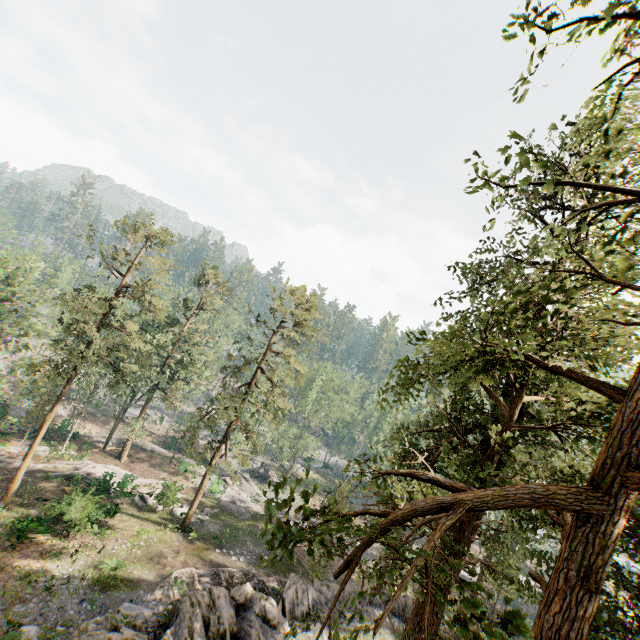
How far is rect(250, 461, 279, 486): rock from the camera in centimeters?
4931cm

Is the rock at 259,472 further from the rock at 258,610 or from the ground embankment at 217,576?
the rock at 258,610

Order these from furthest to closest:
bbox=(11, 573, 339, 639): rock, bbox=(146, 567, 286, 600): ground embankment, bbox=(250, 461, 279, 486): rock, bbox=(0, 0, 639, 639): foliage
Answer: bbox=(250, 461, 279, 486): rock, bbox=(146, 567, 286, 600): ground embankment, bbox=(11, 573, 339, 639): rock, bbox=(0, 0, 639, 639): foliage

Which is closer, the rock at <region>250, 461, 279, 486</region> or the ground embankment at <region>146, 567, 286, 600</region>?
the ground embankment at <region>146, 567, 286, 600</region>

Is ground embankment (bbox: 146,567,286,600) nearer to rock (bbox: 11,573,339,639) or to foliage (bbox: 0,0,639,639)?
rock (bbox: 11,573,339,639)

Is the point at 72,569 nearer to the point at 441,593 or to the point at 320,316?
the point at 320,316

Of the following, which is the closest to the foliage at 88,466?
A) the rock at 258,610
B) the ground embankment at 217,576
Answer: the rock at 258,610

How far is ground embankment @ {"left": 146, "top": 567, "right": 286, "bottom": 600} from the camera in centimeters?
1931cm
